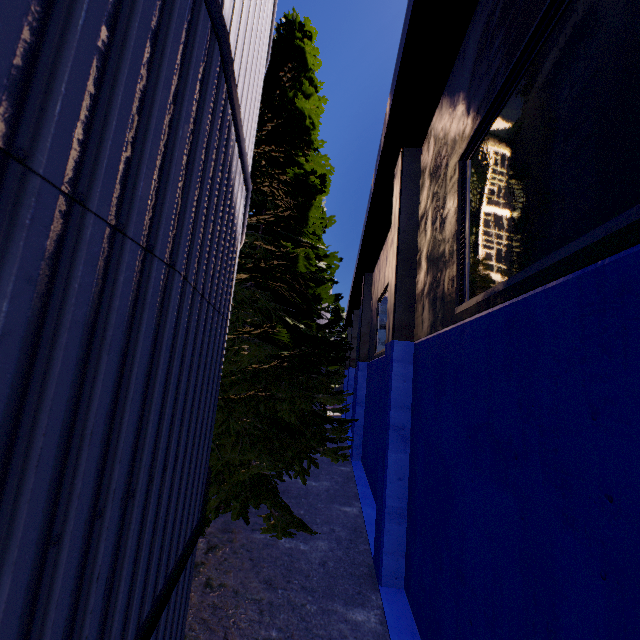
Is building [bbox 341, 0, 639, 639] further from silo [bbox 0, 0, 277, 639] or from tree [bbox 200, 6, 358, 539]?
silo [bbox 0, 0, 277, 639]

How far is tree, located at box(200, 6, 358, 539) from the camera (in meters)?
7.67

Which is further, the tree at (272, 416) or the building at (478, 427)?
the tree at (272, 416)

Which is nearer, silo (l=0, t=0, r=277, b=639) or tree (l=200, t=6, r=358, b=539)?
silo (l=0, t=0, r=277, b=639)

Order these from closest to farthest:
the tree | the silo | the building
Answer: the silo, the building, the tree

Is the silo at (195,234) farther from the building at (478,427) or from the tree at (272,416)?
the building at (478,427)

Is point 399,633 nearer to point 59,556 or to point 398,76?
point 59,556
